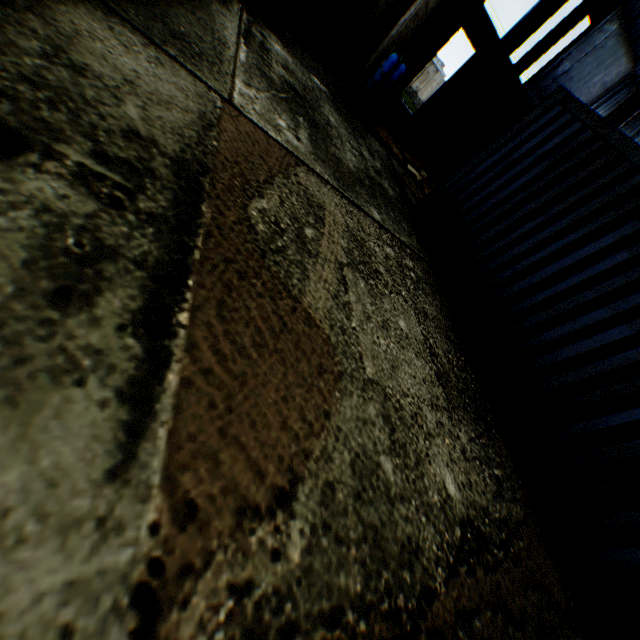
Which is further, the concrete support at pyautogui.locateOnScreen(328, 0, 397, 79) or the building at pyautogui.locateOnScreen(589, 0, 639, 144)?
the building at pyautogui.locateOnScreen(589, 0, 639, 144)

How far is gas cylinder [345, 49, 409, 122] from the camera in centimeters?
699cm

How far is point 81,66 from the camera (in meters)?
2.15

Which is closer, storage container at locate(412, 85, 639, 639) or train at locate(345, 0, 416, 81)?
storage container at locate(412, 85, 639, 639)

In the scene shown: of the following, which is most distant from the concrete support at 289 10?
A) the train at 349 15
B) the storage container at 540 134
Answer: the storage container at 540 134

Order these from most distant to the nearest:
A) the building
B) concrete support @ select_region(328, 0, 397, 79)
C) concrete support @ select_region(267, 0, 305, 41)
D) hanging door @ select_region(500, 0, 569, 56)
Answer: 1. the building
2. hanging door @ select_region(500, 0, 569, 56)
3. concrete support @ select_region(328, 0, 397, 79)
4. concrete support @ select_region(267, 0, 305, 41)

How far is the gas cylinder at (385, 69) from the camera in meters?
7.0 m
